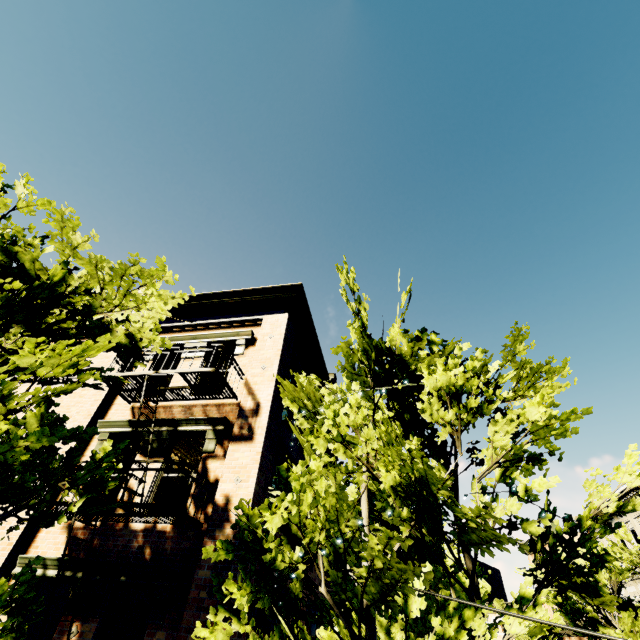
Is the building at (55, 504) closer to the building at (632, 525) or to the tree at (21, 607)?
the tree at (21, 607)

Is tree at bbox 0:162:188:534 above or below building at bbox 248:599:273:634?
above

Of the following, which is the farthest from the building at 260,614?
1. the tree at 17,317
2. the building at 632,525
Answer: the building at 632,525

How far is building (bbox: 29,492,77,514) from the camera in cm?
604

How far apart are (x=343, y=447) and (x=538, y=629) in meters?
3.0

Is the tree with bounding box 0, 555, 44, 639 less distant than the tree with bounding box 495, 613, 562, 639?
No

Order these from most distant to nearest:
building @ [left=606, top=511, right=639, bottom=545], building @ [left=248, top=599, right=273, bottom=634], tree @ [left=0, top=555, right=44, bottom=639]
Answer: building @ [left=606, top=511, right=639, bottom=545]
building @ [left=248, top=599, right=273, bottom=634]
tree @ [left=0, top=555, right=44, bottom=639]
